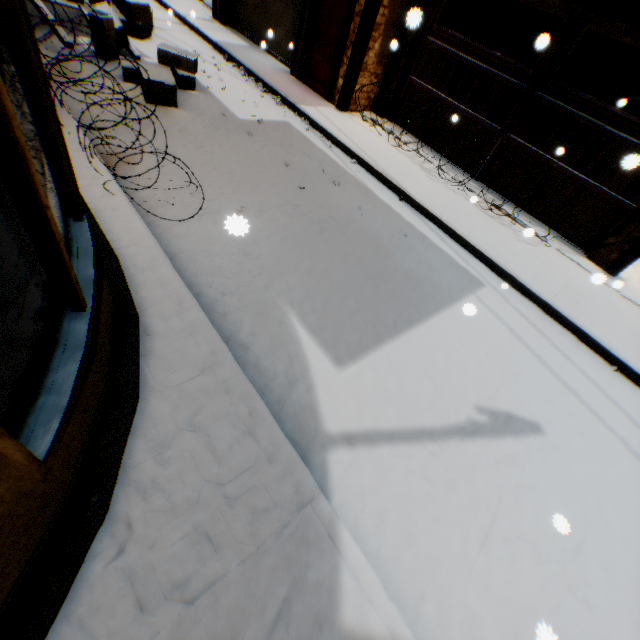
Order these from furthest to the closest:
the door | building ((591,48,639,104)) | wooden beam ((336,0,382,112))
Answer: building ((591,48,639,104)) → the door → wooden beam ((336,0,382,112))

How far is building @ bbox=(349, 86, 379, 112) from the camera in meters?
8.2

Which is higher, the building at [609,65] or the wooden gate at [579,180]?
the building at [609,65]

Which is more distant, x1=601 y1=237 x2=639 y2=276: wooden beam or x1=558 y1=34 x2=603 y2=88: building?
x1=558 y1=34 x2=603 y2=88: building

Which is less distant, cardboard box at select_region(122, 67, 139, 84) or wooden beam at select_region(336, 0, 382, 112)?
cardboard box at select_region(122, 67, 139, 84)

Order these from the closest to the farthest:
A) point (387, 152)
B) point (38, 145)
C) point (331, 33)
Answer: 1. point (38, 145)
2. point (387, 152)
3. point (331, 33)

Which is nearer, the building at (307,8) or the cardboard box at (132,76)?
the cardboard box at (132,76)
